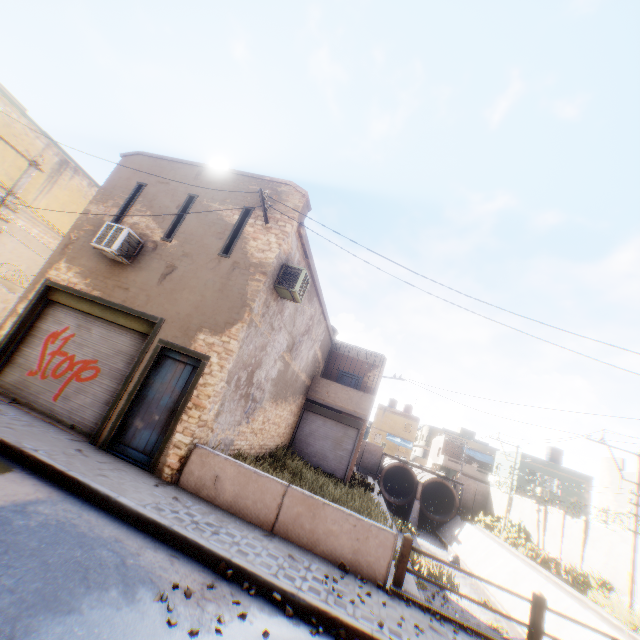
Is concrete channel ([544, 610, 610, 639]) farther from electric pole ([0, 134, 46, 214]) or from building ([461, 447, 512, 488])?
electric pole ([0, 134, 46, 214])

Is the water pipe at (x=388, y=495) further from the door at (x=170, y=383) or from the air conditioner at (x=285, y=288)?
the door at (x=170, y=383)

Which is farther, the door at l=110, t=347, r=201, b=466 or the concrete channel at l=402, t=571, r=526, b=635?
the concrete channel at l=402, t=571, r=526, b=635

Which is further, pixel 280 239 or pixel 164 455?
pixel 280 239

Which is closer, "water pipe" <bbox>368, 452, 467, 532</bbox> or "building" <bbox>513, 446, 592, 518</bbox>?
"water pipe" <bbox>368, 452, 467, 532</bbox>

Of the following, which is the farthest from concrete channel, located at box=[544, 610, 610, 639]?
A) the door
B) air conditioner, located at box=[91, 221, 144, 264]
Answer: the door

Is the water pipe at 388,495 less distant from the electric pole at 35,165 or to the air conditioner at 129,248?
the air conditioner at 129,248

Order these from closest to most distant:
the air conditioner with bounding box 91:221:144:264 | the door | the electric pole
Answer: the door → the air conditioner with bounding box 91:221:144:264 → the electric pole
